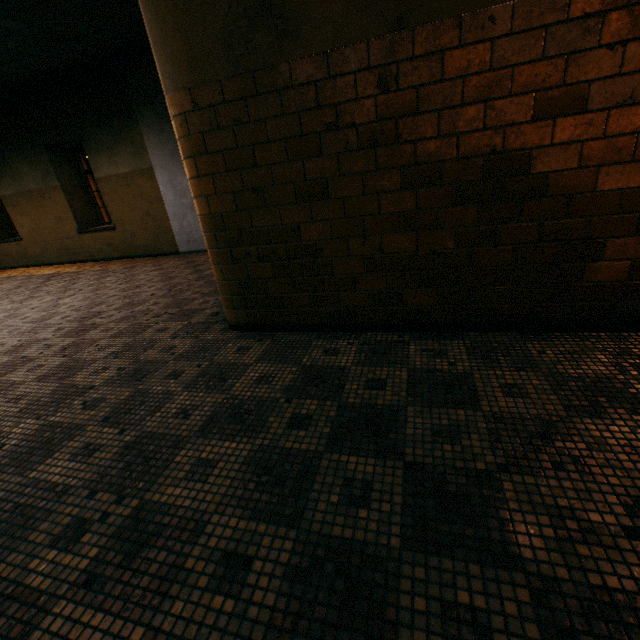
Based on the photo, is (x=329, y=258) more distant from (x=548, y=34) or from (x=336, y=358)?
(x=548, y=34)
